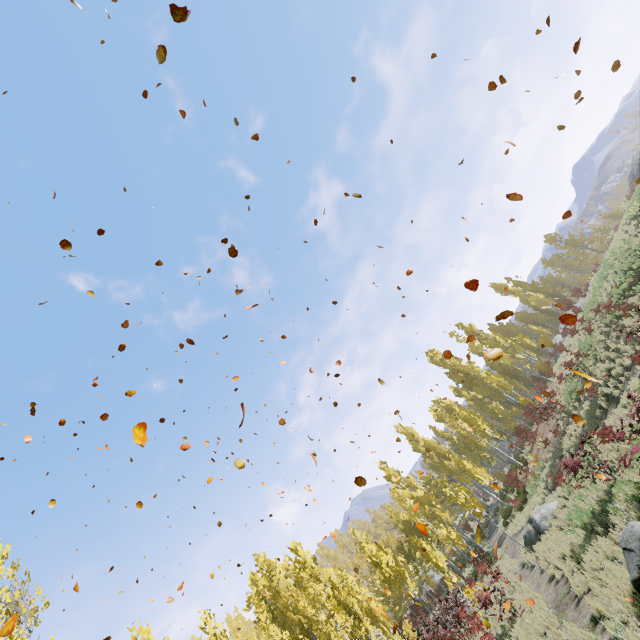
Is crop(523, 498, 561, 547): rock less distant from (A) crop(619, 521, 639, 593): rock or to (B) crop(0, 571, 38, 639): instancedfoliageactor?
(B) crop(0, 571, 38, 639): instancedfoliageactor

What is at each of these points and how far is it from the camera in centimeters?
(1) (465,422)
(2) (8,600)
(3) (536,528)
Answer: (1) instancedfoliageactor, 4012cm
(2) instancedfoliageactor, 915cm
(3) rock, 1658cm

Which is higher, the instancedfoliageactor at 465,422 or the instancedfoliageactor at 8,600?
the instancedfoliageactor at 8,600

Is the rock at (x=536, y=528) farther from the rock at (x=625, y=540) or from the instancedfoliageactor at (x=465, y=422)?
the rock at (x=625, y=540)

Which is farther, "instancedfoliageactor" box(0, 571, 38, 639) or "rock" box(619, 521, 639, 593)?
"instancedfoliageactor" box(0, 571, 38, 639)

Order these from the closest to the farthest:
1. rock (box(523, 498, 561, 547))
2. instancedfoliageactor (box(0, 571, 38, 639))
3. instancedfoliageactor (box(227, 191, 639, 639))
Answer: instancedfoliageactor (box(0, 571, 38, 639)), instancedfoliageactor (box(227, 191, 639, 639)), rock (box(523, 498, 561, 547))

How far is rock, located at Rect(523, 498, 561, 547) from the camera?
16.06m
